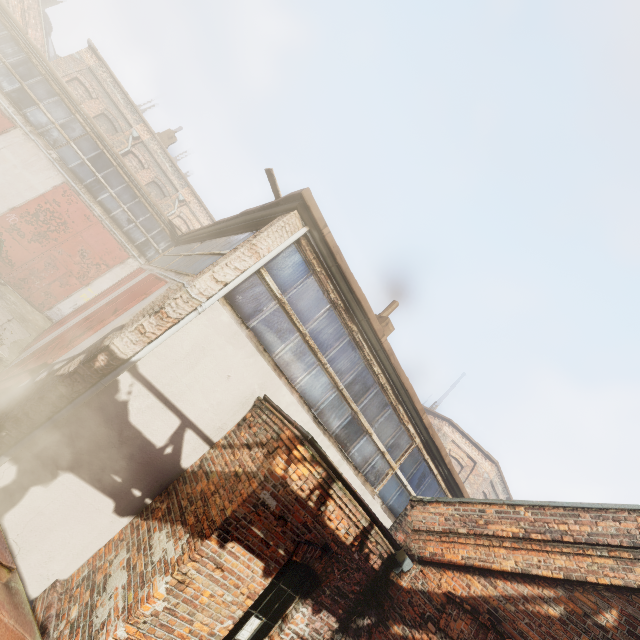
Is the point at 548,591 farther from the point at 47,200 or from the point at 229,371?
the point at 47,200
